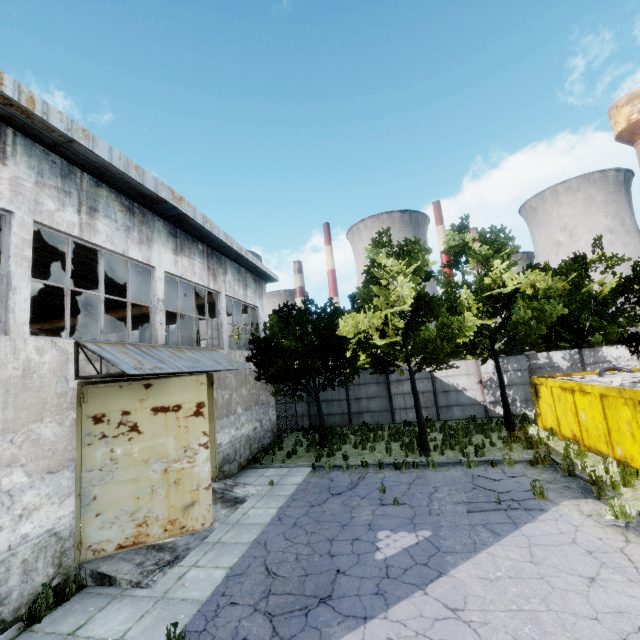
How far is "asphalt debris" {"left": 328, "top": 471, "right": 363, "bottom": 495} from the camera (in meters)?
10.75

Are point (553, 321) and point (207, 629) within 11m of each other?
no

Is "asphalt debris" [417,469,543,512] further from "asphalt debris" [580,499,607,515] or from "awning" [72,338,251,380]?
"awning" [72,338,251,380]

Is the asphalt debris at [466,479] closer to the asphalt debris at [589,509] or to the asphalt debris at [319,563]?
the asphalt debris at [589,509]

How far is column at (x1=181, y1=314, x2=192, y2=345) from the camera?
17.2 meters

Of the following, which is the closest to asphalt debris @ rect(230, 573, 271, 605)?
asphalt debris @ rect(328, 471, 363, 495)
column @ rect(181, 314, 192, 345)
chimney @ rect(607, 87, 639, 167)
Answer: asphalt debris @ rect(328, 471, 363, 495)

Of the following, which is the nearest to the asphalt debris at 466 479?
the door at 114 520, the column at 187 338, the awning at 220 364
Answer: the door at 114 520

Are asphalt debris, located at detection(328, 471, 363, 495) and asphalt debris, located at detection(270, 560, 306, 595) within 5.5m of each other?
yes
